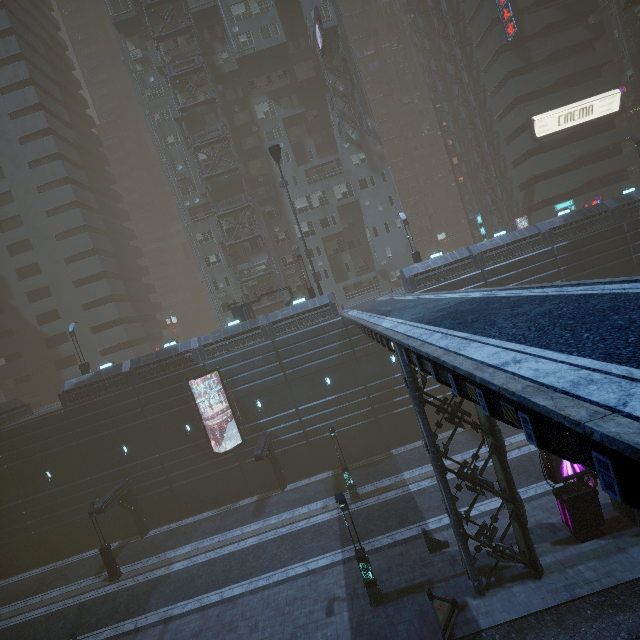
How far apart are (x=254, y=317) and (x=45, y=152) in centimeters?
3444cm

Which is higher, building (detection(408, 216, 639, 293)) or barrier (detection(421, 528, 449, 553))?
building (detection(408, 216, 639, 293))

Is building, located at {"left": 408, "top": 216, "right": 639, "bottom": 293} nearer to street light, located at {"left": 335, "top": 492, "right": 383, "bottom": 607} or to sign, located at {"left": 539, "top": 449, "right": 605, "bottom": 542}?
sign, located at {"left": 539, "top": 449, "right": 605, "bottom": 542}

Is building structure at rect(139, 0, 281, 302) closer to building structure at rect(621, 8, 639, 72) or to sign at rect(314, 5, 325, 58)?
sign at rect(314, 5, 325, 58)

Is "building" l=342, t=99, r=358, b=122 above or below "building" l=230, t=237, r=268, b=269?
above

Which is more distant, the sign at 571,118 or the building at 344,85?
the building at 344,85

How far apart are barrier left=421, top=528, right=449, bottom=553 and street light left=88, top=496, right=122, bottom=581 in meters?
20.8

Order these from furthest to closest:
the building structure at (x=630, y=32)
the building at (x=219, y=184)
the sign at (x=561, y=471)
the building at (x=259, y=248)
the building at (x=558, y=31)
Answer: the building structure at (x=630, y=32), the building at (x=259, y=248), the building at (x=219, y=184), the building at (x=558, y=31), the sign at (x=561, y=471)
